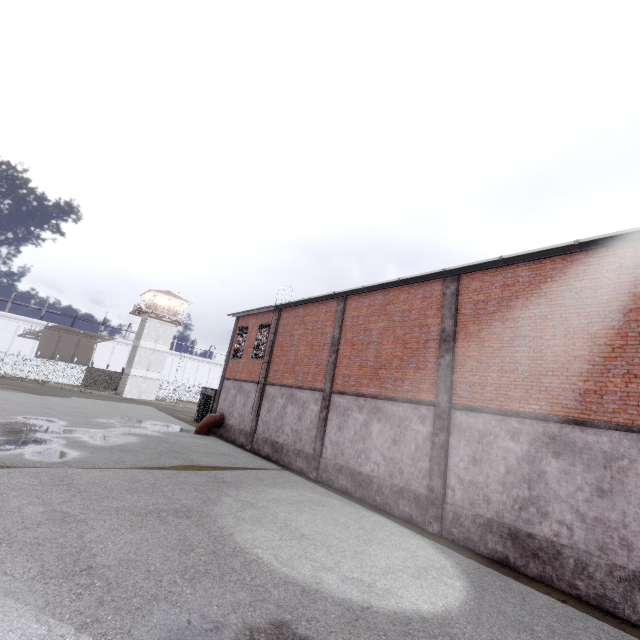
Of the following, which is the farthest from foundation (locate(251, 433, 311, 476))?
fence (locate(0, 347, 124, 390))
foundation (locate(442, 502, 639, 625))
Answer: fence (locate(0, 347, 124, 390))

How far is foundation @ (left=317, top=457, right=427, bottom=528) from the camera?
10.85m

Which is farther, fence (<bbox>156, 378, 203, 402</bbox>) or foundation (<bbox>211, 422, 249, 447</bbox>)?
fence (<bbox>156, 378, 203, 402</bbox>)

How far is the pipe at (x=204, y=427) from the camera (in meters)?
21.58

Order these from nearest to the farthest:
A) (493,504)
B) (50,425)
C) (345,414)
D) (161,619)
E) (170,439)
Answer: (161,619)
(493,504)
(345,414)
(50,425)
(170,439)

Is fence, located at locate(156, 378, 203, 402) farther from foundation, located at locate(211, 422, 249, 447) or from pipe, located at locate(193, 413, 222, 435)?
pipe, located at locate(193, 413, 222, 435)

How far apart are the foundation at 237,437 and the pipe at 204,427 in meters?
0.1

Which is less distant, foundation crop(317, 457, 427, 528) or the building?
foundation crop(317, 457, 427, 528)
